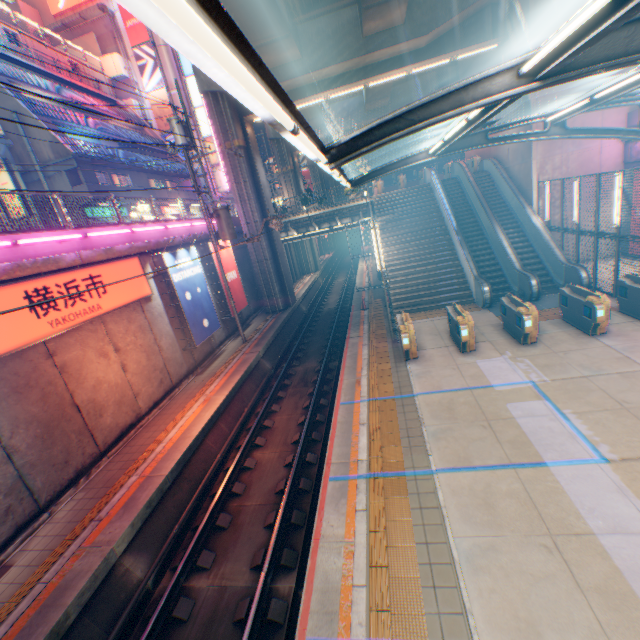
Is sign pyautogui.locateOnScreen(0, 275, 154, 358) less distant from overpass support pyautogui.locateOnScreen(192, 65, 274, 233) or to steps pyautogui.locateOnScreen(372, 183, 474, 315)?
overpass support pyautogui.locateOnScreen(192, 65, 274, 233)

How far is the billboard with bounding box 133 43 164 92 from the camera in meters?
37.5

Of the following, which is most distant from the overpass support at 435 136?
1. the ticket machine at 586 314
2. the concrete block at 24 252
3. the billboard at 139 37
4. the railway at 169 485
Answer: the billboard at 139 37

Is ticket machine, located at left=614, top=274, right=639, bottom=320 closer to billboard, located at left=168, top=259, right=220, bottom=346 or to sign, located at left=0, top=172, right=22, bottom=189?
billboard, located at left=168, top=259, right=220, bottom=346

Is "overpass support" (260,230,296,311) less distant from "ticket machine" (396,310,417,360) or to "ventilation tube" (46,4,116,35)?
"ticket machine" (396,310,417,360)

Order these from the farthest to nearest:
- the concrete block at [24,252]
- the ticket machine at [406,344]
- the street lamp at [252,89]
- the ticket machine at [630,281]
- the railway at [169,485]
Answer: the ticket machine at [406,344], the ticket machine at [630,281], the concrete block at [24,252], the railway at [169,485], the street lamp at [252,89]

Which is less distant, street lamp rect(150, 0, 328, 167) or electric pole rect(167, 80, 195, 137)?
street lamp rect(150, 0, 328, 167)

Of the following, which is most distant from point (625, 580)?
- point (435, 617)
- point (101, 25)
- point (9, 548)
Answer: point (101, 25)
